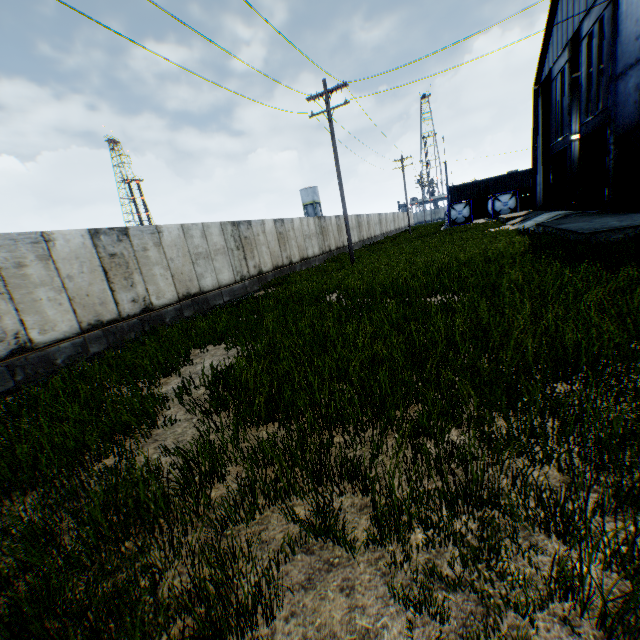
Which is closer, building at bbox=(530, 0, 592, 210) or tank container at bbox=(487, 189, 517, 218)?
building at bbox=(530, 0, 592, 210)

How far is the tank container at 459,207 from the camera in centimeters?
4156cm

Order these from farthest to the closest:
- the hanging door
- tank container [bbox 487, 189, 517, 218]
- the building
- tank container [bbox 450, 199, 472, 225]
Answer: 1. tank container [bbox 450, 199, 472, 225]
2. tank container [bbox 487, 189, 517, 218]
3. the building
4. the hanging door

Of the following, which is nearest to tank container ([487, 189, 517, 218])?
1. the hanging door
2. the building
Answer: the building

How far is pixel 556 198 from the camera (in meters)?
25.58
